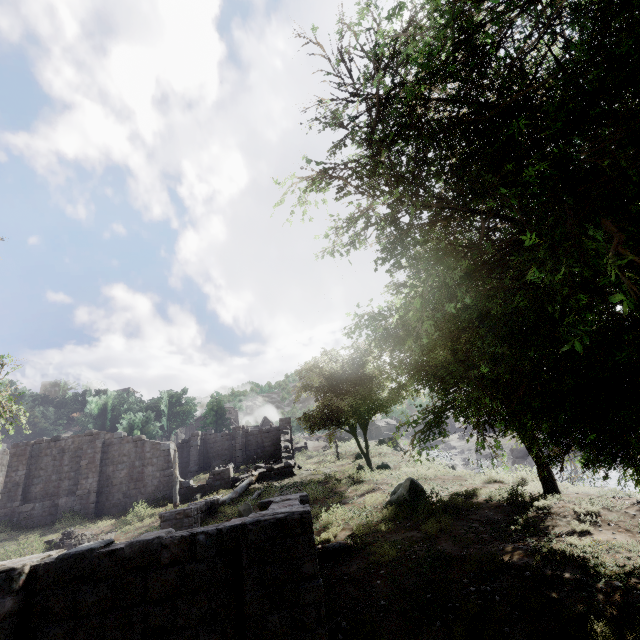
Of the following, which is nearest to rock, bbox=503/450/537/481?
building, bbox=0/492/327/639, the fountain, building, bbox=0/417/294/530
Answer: building, bbox=0/417/294/530

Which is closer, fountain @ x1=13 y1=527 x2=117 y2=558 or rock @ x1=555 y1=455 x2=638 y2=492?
fountain @ x1=13 y1=527 x2=117 y2=558

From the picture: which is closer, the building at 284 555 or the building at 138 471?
the building at 284 555

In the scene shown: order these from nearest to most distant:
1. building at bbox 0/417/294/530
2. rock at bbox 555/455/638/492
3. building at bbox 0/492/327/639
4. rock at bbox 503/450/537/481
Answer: building at bbox 0/492/327/639 → rock at bbox 503/450/537/481 → building at bbox 0/417/294/530 → rock at bbox 555/455/638/492

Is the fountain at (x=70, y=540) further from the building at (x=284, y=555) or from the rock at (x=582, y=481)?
the rock at (x=582, y=481)

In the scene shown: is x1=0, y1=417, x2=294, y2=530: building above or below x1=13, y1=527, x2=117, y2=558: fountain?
above

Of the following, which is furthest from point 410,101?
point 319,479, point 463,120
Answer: point 319,479
